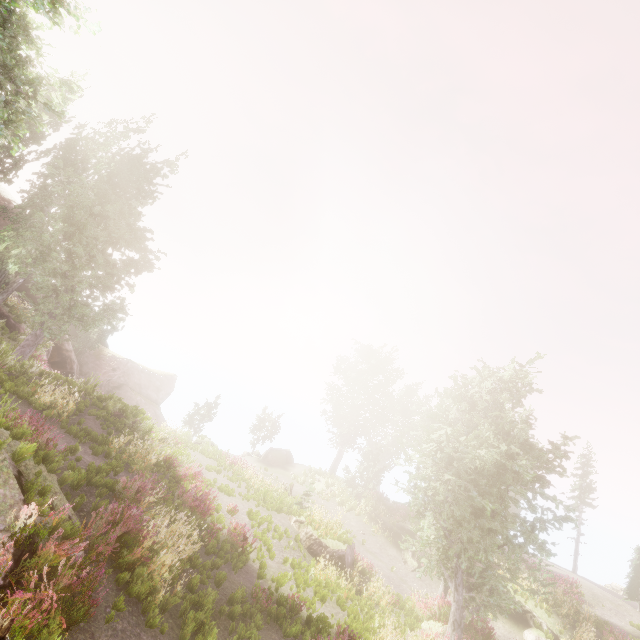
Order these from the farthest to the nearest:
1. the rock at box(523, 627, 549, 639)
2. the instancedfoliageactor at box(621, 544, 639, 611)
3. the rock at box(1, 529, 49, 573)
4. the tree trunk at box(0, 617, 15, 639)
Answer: the instancedfoliageactor at box(621, 544, 639, 611) → the rock at box(523, 627, 549, 639) → the rock at box(1, 529, 49, 573) → the tree trunk at box(0, 617, 15, 639)

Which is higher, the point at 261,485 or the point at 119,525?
the point at 119,525

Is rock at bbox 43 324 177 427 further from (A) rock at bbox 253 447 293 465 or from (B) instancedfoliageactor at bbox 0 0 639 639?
(A) rock at bbox 253 447 293 465

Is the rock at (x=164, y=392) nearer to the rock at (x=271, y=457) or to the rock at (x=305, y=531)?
the rock at (x=271, y=457)

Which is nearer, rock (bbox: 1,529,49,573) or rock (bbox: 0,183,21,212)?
rock (bbox: 1,529,49,573)

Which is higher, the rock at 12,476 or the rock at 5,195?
the rock at 5,195

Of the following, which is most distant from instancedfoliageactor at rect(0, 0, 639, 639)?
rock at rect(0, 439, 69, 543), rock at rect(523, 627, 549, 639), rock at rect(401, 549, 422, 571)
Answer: rock at rect(523, 627, 549, 639)

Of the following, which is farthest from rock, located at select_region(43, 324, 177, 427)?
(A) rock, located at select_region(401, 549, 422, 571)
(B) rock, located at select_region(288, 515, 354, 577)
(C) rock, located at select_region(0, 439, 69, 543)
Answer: (A) rock, located at select_region(401, 549, 422, 571)
